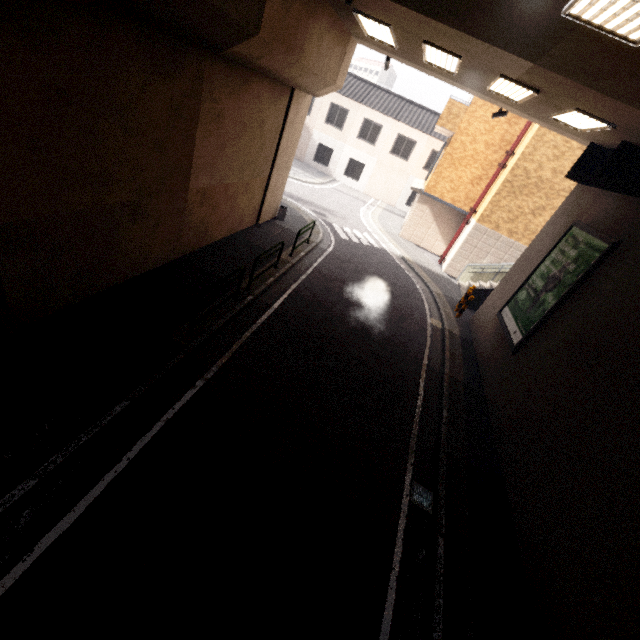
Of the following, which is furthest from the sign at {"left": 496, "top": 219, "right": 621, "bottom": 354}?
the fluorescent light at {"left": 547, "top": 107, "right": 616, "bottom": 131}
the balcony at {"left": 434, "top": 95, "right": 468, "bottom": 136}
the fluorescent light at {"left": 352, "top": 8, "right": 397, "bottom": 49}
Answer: the balcony at {"left": 434, "top": 95, "right": 468, "bottom": 136}

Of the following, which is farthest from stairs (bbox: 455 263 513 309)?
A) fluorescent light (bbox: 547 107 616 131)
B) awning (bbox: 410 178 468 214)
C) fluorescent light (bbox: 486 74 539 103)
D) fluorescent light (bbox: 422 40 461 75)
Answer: fluorescent light (bbox: 422 40 461 75)

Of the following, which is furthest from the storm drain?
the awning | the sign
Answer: the awning

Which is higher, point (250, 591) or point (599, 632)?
point (599, 632)

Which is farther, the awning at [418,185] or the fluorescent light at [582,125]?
the awning at [418,185]

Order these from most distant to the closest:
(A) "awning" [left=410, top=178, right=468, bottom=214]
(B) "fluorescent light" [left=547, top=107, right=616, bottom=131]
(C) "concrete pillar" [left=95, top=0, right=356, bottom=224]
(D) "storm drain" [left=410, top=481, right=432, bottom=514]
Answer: (A) "awning" [left=410, top=178, right=468, bottom=214] → (B) "fluorescent light" [left=547, top=107, right=616, bottom=131] → (D) "storm drain" [left=410, top=481, right=432, bottom=514] → (C) "concrete pillar" [left=95, top=0, right=356, bottom=224]

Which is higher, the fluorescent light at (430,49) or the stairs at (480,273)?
the fluorescent light at (430,49)

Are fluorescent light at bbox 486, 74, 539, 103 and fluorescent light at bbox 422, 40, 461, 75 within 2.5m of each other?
yes
